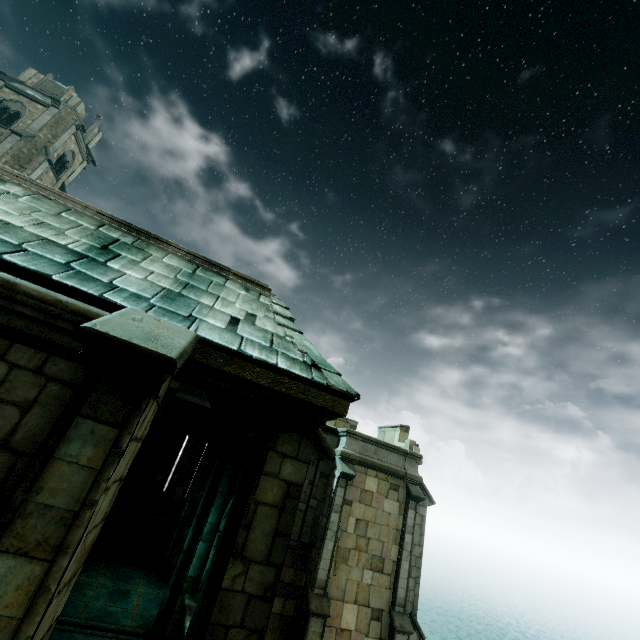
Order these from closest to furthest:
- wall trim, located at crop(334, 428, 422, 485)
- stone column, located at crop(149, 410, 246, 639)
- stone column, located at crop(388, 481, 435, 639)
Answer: stone column, located at crop(149, 410, 246, 639), stone column, located at crop(388, 481, 435, 639), wall trim, located at crop(334, 428, 422, 485)

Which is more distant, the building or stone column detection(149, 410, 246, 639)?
the building

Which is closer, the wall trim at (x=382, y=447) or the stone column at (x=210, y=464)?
the stone column at (x=210, y=464)

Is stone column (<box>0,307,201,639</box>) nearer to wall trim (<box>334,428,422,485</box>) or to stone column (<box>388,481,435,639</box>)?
wall trim (<box>334,428,422,485</box>)

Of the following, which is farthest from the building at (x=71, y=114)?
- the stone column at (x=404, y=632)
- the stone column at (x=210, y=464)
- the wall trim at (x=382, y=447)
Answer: the stone column at (x=404, y=632)

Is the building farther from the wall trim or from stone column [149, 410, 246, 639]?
the wall trim

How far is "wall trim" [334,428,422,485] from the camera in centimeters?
1452cm

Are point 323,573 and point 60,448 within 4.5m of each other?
no
